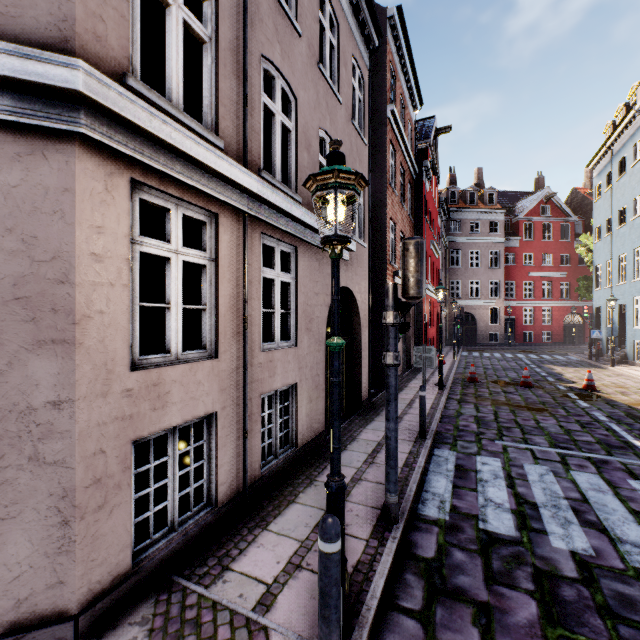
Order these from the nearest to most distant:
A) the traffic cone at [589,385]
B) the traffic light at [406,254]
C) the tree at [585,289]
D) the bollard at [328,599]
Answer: the bollard at [328,599], the traffic light at [406,254], the traffic cone at [589,385], the tree at [585,289]

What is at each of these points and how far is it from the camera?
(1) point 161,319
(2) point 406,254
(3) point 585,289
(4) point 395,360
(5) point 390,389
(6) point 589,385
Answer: (1) building, 12.9m
(2) traffic light, 3.9m
(3) tree, 25.5m
(4) pedestrian light, 3.9m
(5) traffic light pole, 3.9m
(6) traffic cone, 12.0m

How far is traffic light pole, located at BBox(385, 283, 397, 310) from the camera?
3.95m

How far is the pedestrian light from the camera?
3.9m

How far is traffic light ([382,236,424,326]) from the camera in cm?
382

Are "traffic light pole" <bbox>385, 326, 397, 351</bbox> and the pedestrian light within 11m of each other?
yes

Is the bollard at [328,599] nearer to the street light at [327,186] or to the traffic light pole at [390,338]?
the street light at [327,186]

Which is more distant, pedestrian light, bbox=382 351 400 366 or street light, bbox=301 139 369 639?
pedestrian light, bbox=382 351 400 366
